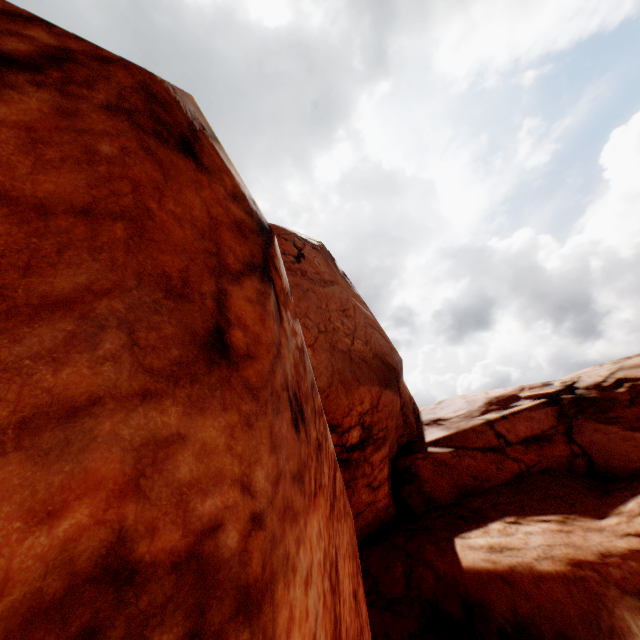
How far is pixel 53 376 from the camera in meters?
1.1 m
